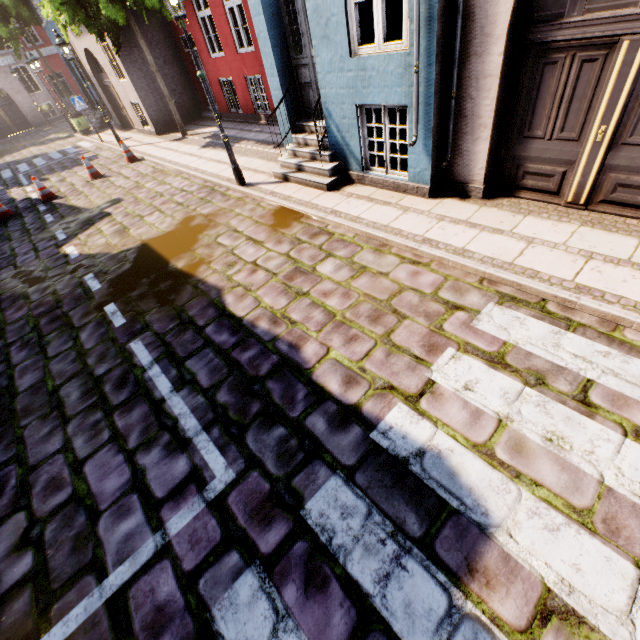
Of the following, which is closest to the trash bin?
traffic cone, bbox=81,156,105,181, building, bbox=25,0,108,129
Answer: building, bbox=25,0,108,129

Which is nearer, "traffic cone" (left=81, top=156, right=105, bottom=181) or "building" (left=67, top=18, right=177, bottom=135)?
"traffic cone" (left=81, top=156, right=105, bottom=181)

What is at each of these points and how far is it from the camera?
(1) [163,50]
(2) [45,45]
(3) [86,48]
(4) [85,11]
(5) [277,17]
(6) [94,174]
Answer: (1) building, 13.18m
(2) building, 25.58m
(3) building, 14.65m
(4) tree, 10.14m
(5) building, 6.07m
(6) traffic cone, 11.47m

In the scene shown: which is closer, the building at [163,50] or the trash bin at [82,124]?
the building at [163,50]

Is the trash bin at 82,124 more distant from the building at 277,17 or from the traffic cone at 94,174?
the traffic cone at 94,174

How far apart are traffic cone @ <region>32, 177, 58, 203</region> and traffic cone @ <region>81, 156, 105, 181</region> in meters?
1.0 m

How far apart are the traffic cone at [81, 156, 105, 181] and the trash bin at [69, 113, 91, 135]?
9.8m

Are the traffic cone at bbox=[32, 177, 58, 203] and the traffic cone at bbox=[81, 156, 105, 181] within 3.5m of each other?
yes
